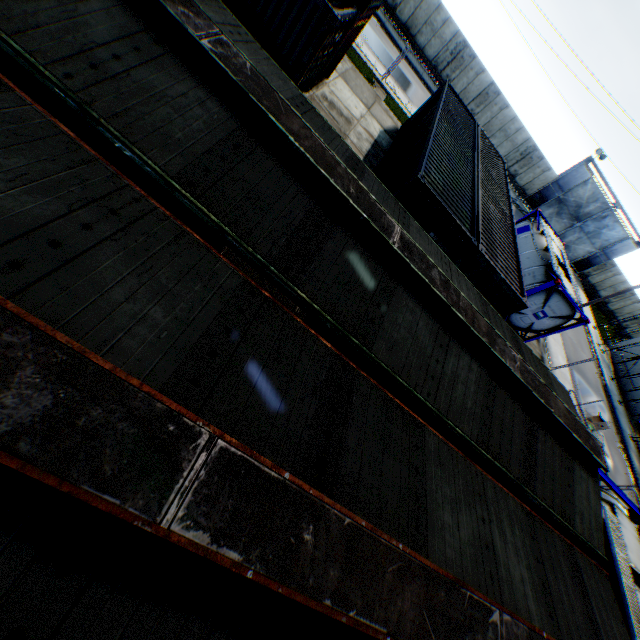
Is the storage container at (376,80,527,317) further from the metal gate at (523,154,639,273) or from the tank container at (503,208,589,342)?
the metal gate at (523,154,639,273)

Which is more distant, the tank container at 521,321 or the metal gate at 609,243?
the metal gate at 609,243

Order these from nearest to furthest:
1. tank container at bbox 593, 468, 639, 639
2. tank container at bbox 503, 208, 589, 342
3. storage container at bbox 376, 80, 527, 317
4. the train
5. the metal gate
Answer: the train < tank container at bbox 593, 468, 639, 639 < storage container at bbox 376, 80, 527, 317 < tank container at bbox 503, 208, 589, 342 < the metal gate

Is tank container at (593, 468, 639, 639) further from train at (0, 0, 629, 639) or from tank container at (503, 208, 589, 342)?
tank container at (503, 208, 589, 342)

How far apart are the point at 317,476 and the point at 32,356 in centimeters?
185cm

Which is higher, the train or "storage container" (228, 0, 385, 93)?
the train

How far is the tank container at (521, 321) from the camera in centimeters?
1468cm

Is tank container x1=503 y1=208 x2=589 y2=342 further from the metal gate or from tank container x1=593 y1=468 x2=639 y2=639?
the metal gate
